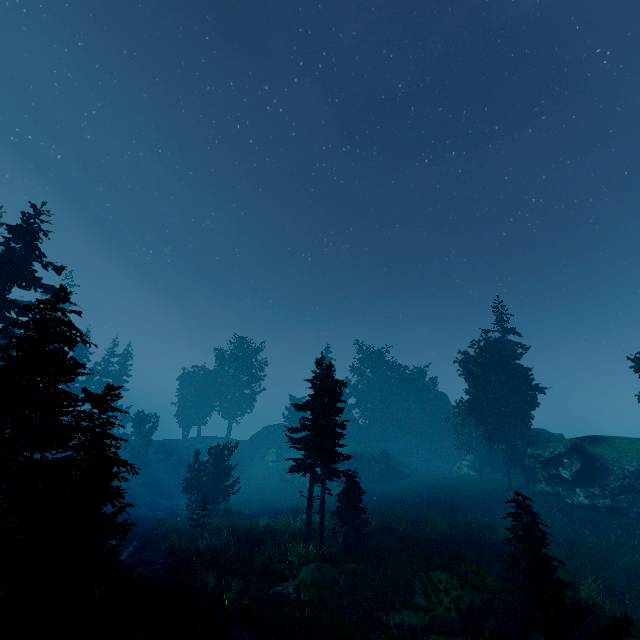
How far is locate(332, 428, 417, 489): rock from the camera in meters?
42.2 m

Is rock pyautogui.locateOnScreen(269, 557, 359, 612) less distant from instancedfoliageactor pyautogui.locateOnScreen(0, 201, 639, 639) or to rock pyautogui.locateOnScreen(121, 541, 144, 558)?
instancedfoliageactor pyautogui.locateOnScreen(0, 201, 639, 639)

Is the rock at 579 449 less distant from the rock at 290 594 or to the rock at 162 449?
the rock at 162 449

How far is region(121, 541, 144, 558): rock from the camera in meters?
20.3

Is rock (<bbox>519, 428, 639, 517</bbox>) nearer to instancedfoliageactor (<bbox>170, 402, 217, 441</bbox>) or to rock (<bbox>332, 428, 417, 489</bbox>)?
instancedfoliageactor (<bbox>170, 402, 217, 441</bbox>)

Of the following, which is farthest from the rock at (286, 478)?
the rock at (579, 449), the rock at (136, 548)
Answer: the rock at (136, 548)

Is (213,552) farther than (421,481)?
No

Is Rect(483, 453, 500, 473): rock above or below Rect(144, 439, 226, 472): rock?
above
